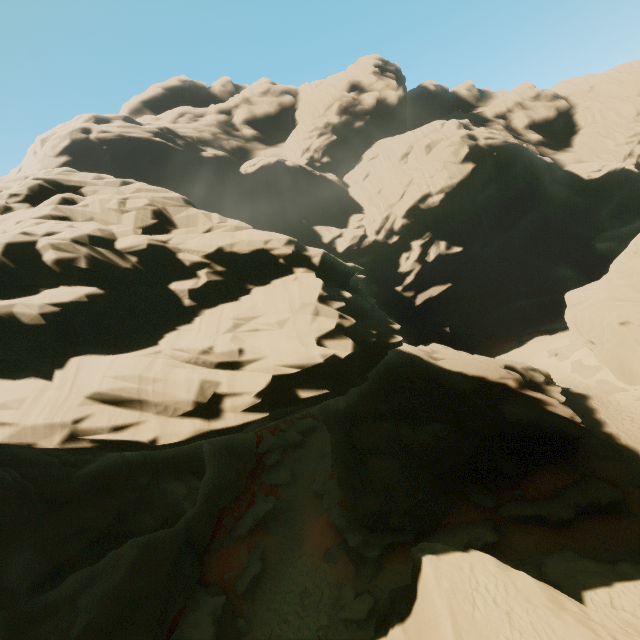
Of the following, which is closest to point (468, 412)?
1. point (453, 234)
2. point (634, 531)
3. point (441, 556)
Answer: point (634, 531)

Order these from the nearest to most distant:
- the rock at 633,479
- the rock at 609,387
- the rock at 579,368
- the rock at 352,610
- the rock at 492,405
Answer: the rock at 492,405 → the rock at 352,610 → the rock at 633,479 → the rock at 609,387 → the rock at 579,368

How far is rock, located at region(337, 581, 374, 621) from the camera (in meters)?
15.89

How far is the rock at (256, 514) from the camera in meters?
22.5 m

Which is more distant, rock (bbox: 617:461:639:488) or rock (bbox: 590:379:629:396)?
rock (bbox: 590:379:629:396)
